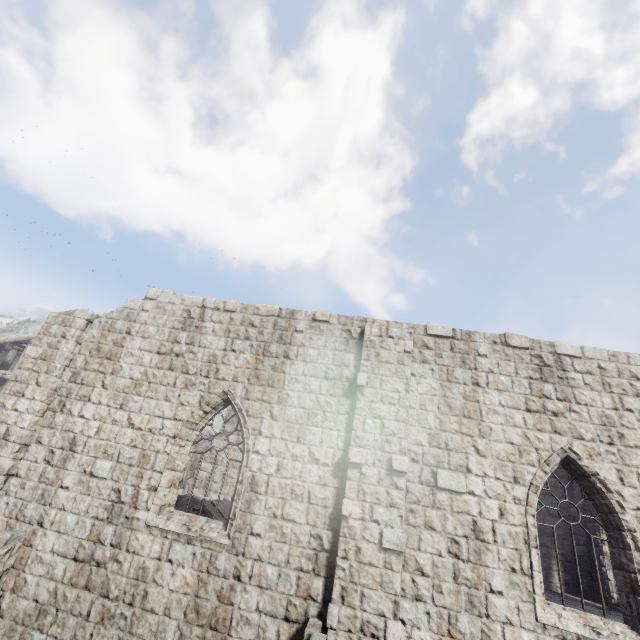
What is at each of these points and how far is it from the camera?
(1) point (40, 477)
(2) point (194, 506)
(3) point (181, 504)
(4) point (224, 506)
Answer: (1) building, 8.1 meters
(2) rubble, 13.7 meters
(3) rubble, 13.7 meters
(4) broken furniture, 12.3 meters

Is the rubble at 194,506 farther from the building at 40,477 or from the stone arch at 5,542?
the stone arch at 5,542

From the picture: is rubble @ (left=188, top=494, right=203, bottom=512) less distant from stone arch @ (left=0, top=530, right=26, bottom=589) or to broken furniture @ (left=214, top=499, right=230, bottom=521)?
broken furniture @ (left=214, top=499, right=230, bottom=521)

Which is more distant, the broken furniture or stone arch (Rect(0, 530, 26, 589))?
the broken furniture

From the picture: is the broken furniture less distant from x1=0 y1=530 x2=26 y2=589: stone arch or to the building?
the building

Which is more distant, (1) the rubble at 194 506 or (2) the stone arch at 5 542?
(1) the rubble at 194 506

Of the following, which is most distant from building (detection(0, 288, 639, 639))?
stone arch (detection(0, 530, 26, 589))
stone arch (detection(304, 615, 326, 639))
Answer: stone arch (detection(304, 615, 326, 639))
